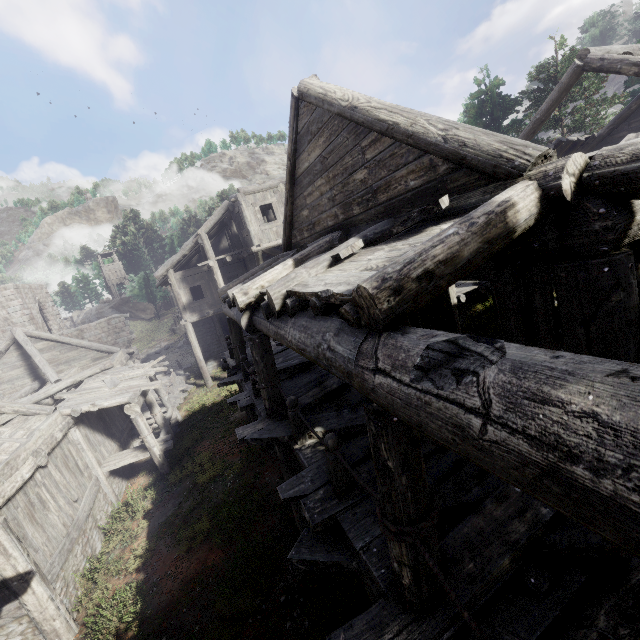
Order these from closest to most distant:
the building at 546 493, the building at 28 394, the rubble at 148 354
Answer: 1. the building at 546 493
2. the building at 28 394
3. the rubble at 148 354

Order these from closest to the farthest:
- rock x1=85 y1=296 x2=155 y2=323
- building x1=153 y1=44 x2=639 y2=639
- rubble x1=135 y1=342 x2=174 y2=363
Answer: building x1=153 y1=44 x2=639 y2=639, rubble x1=135 y1=342 x2=174 y2=363, rock x1=85 y1=296 x2=155 y2=323

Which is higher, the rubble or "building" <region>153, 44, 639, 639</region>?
"building" <region>153, 44, 639, 639</region>

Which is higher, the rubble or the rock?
the rock

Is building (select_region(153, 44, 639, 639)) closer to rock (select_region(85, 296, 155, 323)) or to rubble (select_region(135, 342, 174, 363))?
rubble (select_region(135, 342, 174, 363))

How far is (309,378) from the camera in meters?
8.0

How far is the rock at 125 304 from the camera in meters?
53.3

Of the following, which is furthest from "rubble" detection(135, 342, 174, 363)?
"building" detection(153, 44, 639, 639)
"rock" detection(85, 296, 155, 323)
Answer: "rock" detection(85, 296, 155, 323)
